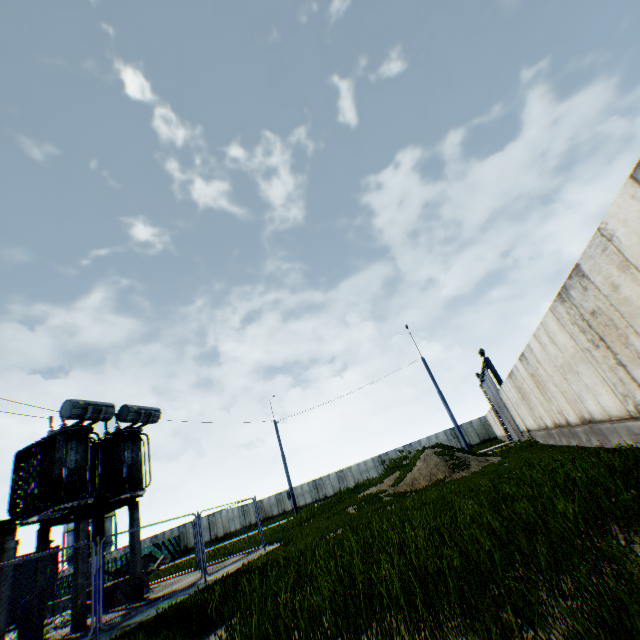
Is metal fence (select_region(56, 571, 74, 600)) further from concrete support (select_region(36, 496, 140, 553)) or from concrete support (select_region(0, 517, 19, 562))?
concrete support (select_region(0, 517, 19, 562))

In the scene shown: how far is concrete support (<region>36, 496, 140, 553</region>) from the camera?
11.7m

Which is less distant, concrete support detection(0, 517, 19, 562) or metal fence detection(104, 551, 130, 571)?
metal fence detection(104, 551, 130, 571)

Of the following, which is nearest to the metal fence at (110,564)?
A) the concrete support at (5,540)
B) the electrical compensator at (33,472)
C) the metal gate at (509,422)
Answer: the electrical compensator at (33,472)

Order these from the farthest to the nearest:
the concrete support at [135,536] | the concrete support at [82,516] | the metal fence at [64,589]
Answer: the concrete support at [135,536] → the concrete support at [82,516] → the metal fence at [64,589]

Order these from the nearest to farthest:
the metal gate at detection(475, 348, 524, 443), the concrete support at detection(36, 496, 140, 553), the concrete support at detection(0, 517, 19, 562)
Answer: the concrete support at detection(0, 517, 19, 562) < the concrete support at detection(36, 496, 140, 553) < the metal gate at detection(475, 348, 524, 443)

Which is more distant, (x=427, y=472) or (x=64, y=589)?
(x=427, y=472)
